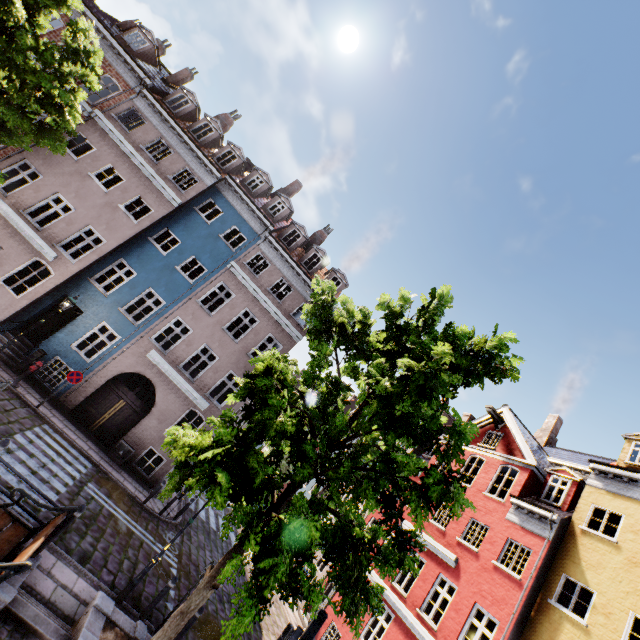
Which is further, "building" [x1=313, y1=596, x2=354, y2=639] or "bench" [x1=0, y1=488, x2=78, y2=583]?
"building" [x1=313, y1=596, x2=354, y2=639]

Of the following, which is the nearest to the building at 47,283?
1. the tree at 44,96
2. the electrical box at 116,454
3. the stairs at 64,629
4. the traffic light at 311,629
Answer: the electrical box at 116,454

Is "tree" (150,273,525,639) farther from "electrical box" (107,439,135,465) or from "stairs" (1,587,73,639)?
"electrical box" (107,439,135,465)

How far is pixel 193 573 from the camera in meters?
12.6 m

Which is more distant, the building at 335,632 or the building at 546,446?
the building at 335,632

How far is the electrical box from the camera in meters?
14.6

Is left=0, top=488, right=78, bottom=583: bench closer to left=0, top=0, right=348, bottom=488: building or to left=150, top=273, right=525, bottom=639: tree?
left=150, top=273, right=525, bottom=639: tree

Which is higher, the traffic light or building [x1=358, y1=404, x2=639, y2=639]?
building [x1=358, y1=404, x2=639, y2=639]
